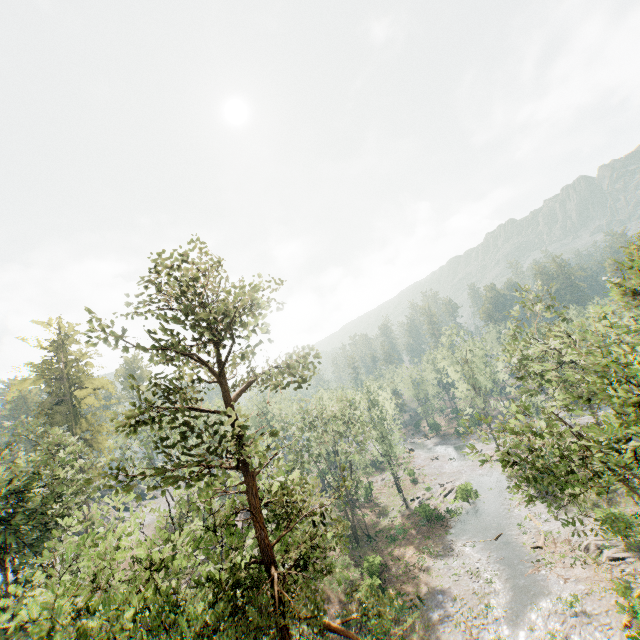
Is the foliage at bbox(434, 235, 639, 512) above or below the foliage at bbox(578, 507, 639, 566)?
above

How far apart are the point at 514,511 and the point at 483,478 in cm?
1153

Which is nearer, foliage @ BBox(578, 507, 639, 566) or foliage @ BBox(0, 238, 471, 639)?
foliage @ BBox(0, 238, 471, 639)

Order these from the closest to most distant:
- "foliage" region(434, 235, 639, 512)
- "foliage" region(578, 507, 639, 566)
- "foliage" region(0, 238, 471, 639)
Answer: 1. "foliage" region(0, 238, 471, 639)
2. "foliage" region(578, 507, 639, 566)
3. "foliage" region(434, 235, 639, 512)

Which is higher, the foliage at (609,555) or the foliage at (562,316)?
the foliage at (562,316)

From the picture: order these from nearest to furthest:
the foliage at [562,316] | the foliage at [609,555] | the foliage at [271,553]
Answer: the foliage at [271,553]
the foliage at [609,555]
the foliage at [562,316]
